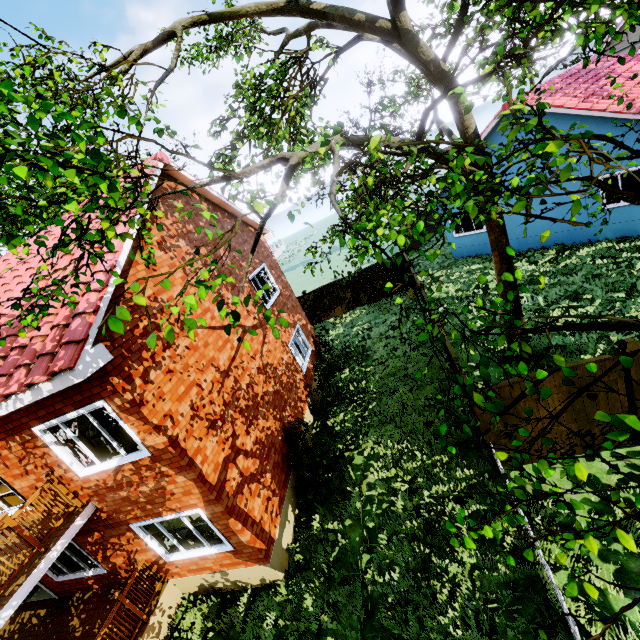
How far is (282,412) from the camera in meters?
10.2

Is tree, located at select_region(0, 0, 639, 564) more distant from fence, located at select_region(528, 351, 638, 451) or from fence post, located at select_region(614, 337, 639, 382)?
fence post, located at select_region(614, 337, 639, 382)

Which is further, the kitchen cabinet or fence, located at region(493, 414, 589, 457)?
the kitchen cabinet

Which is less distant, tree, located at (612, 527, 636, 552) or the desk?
tree, located at (612, 527, 636, 552)

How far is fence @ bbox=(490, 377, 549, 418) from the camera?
6.5m

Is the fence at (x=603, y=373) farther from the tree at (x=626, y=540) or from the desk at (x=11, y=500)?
the desk at (x=11, y=500)

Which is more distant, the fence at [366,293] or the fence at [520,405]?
the fence at [366,293]

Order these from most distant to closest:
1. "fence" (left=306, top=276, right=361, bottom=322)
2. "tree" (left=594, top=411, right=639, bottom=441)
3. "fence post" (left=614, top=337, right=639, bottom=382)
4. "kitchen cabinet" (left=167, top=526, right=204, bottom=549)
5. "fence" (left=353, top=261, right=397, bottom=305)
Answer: "fence" (left=306, top=276, right=361, bottom=322), "fence" (left=353, top=261, right=397, bottom=305), "kitchen cabinet" (left=167, top=526, right=204, bottom=549), "fence post" (left=614, top=337, right=639, bottom=382), "tree" (left=594, top=411, right=639, bottom=441)
